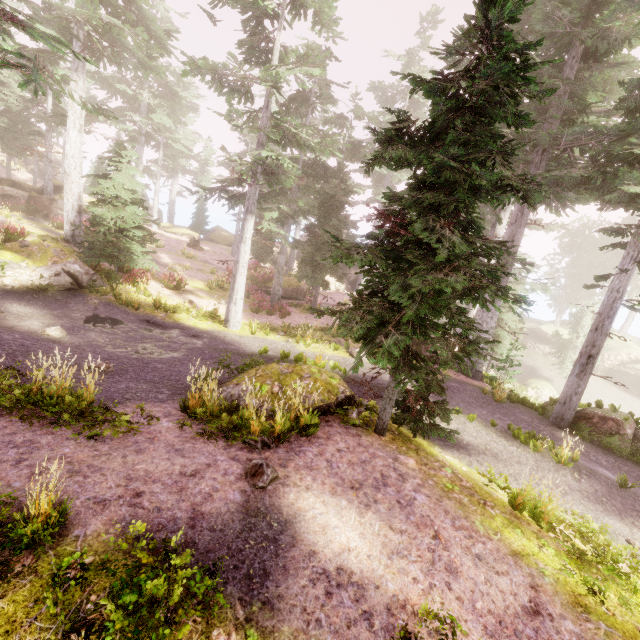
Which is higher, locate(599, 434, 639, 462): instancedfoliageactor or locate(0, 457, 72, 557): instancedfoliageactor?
locate(0, 457, 72, 557): instancedfoliageactor

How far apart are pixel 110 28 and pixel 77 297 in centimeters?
1471cm

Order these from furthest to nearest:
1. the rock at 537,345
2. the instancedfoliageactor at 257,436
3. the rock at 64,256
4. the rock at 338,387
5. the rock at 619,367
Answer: the rock at 537,345, the rock at 619,367, the rock at 64,256, the rock at 338,387, the instancedfoliageactor at 257,436

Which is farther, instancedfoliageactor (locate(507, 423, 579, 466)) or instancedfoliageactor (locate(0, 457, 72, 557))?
instancedfoliageactor (locate(507, 423, 579, 466))

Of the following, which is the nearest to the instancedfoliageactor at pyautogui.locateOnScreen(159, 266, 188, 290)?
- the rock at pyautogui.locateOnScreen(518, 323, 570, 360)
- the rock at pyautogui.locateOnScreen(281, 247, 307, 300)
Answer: the rock at pyautogui.locateOnScreen(518, 323, 570, 360)

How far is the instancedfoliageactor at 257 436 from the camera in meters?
6.1

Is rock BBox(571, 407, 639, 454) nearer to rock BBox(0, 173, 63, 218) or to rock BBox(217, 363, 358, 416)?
rock BBox(217, 363, 358, 416)

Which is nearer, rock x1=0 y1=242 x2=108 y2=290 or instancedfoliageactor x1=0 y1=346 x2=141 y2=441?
instancedfoliageactor x1=0 y1=346 x2=141 y2=441
